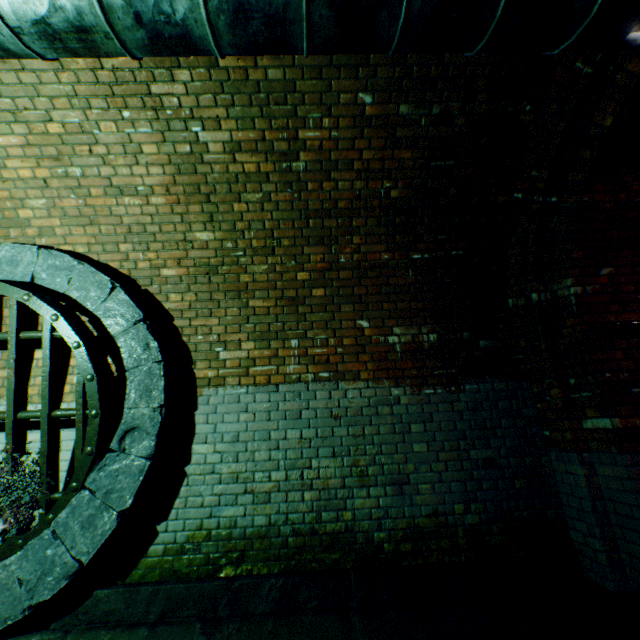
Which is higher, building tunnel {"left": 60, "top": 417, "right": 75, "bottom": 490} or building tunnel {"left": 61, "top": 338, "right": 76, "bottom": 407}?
building tunnel {"left": 61, "top": 338, "right": 76, "bottom": 407}

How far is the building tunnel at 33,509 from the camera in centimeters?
291cm

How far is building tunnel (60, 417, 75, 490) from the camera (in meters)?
3.04

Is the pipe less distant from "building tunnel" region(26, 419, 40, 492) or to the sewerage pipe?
"building tunnel" region(26, 419, 40, 492)

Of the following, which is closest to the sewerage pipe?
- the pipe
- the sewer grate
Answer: the sewer grate

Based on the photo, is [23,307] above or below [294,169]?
below

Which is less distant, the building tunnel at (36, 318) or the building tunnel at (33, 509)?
the building tunnel at (33, 509)
